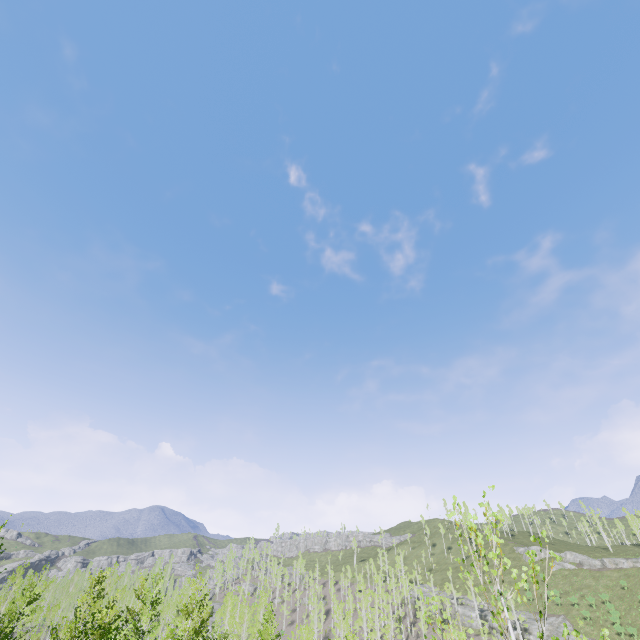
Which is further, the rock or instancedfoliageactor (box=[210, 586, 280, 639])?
the rock

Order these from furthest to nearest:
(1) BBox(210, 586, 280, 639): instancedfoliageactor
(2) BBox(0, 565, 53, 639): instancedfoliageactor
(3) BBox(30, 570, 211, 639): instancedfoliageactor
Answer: (1) BBox(210, 586, 280, 639): instancedfoliageactor, (2) BBox(0, 565, 53, 639): instancedfoliageactor, (3) BBox(30, 570, 211, 639): instancedfoliageactor

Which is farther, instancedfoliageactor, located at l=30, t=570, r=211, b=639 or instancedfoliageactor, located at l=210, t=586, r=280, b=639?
instancedfoliageactor, located at l=210, t=586, r=280, b=639

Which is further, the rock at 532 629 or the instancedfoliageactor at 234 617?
the rock at 532 629

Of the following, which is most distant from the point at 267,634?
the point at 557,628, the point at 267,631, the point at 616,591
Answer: the point at 616,591

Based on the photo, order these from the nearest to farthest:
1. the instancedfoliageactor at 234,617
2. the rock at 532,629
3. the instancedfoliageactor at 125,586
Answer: the instancedfoliageactor at 125,586
the instancedfoliageactor at 234,617
the rock at 532,629
